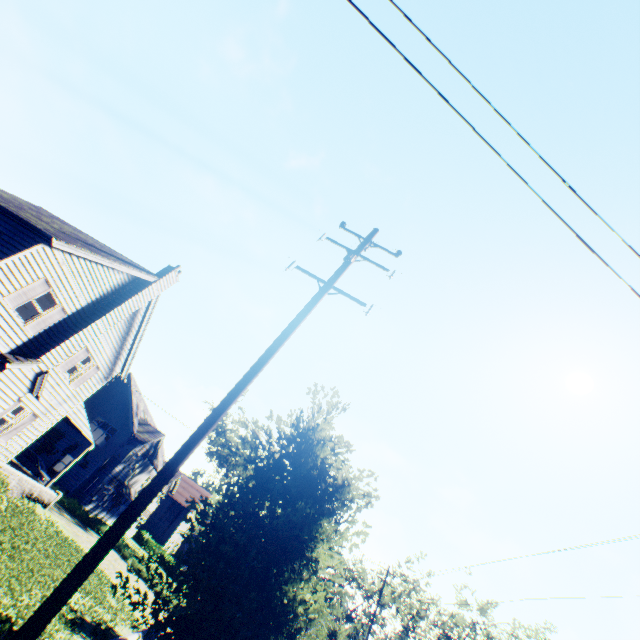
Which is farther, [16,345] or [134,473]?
[134,473]

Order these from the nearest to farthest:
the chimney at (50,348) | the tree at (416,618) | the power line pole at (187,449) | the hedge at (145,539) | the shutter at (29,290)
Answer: the power line pole at (187,449), the shutter at (29,290), the chimney at (50,348), the tree at (416,618), the hedge at (145,539)

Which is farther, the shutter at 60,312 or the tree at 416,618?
the tree at 416,618

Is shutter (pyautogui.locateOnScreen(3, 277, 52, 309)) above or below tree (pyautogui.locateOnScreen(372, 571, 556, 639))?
below

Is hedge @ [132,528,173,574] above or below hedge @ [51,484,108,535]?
above

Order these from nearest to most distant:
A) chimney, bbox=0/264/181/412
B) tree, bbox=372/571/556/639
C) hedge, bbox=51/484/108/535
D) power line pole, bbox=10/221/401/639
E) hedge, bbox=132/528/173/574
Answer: power line pole, bbox=10/221/401/639 → chimney, bbox=0/264/181/412 → tree, bbox=372/571/556/639 → hedge, bbox=51/484/108/535 → hedge, bbox=132/528/173/574

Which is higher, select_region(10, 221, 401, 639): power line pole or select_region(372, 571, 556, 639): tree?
select_region(372, 571, 556, 639): tree

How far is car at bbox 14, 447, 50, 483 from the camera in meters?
25.0 m
